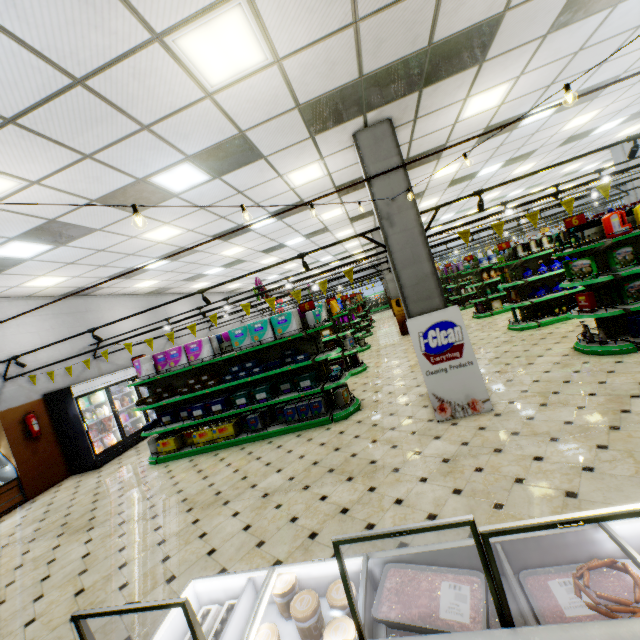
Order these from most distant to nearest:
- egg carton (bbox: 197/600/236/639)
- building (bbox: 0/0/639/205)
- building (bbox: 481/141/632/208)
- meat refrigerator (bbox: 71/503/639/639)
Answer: building (bbox: 481/141/632/208) → building (bbox: 0/0/639/205) → egg carton (bbox: 197/600/236/639) → meat refrigerator (bbox: 71/503/639/639)

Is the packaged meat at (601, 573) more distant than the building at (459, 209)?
No

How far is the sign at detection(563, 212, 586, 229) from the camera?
5.7 meters

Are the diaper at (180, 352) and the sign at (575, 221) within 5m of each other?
no

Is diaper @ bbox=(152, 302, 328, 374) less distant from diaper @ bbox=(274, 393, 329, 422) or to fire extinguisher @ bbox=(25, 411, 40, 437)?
diaper @ bbox=(274, 393, 329, 422)

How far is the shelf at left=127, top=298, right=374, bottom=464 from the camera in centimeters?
655cm

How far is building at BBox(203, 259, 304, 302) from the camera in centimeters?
1704cm

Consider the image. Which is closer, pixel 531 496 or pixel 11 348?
pixel 531 496
